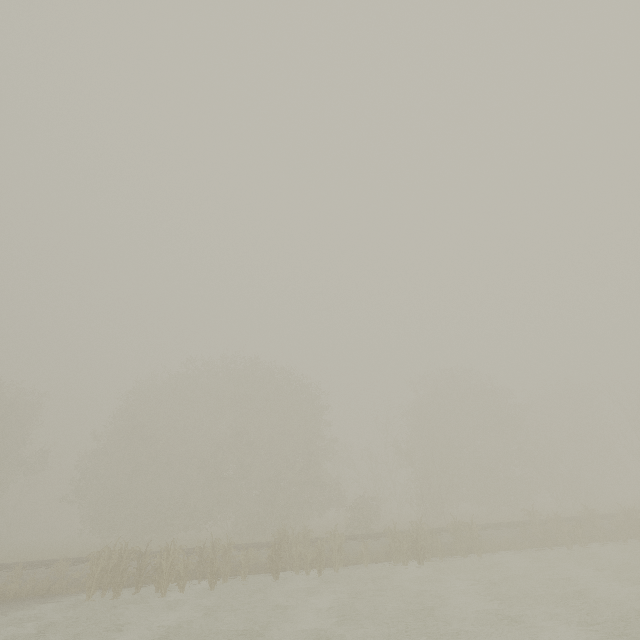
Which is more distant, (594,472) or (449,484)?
(594,472)
